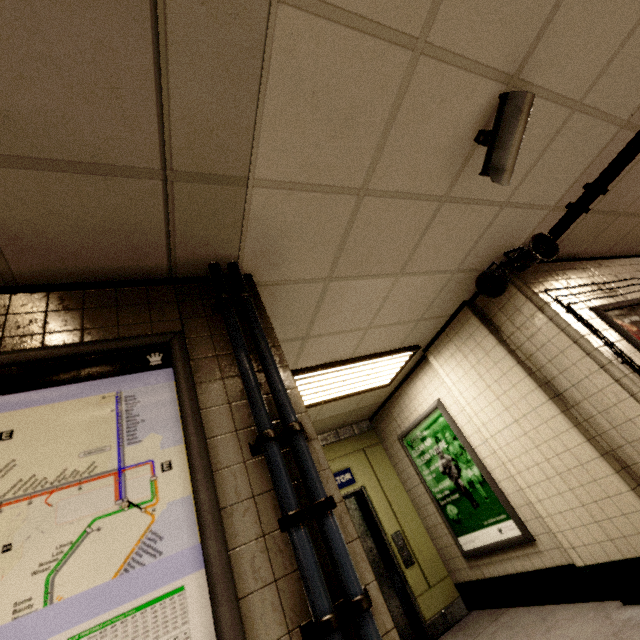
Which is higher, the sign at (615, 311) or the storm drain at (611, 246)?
the storm drain at (611, 246)

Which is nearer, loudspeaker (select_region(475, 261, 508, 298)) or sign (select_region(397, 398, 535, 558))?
loudspeaker (select_region(475, 261, 508, 298))

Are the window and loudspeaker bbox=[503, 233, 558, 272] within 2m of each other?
yes

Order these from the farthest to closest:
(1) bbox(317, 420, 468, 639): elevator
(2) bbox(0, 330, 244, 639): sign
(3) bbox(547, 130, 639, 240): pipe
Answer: (1) bbox(317, 420, 468, 639): elevator → (3) bbox(547, 130, 639, 240): pipe → (2) bbox(0, 330, 244, 639): sign

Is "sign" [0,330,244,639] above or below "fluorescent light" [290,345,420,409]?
below

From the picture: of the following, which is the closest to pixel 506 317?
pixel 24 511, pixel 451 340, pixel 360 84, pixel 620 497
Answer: pixel 451 340

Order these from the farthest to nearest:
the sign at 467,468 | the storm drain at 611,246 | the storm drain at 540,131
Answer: the sign at 467,468 < the storm drain at 611,246 < the storm drain at 540,131

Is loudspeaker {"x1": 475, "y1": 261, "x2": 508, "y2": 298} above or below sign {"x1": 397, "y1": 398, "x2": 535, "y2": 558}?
above
